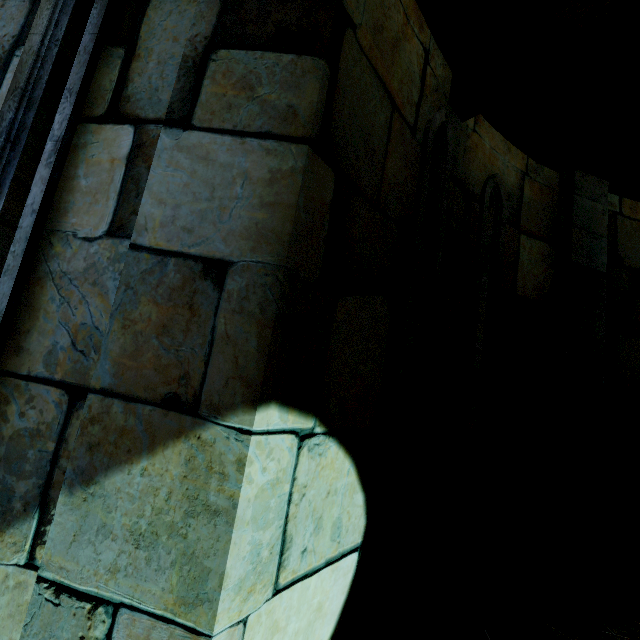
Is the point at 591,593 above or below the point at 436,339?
below
